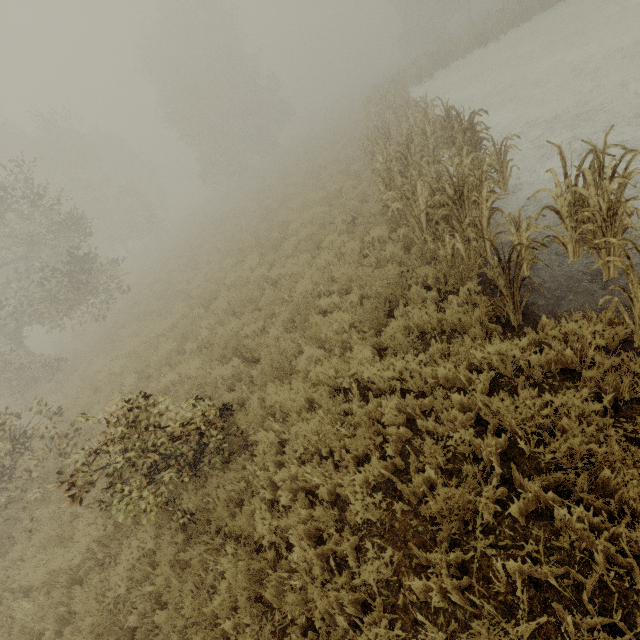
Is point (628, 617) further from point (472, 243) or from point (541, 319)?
point (472, 243)
